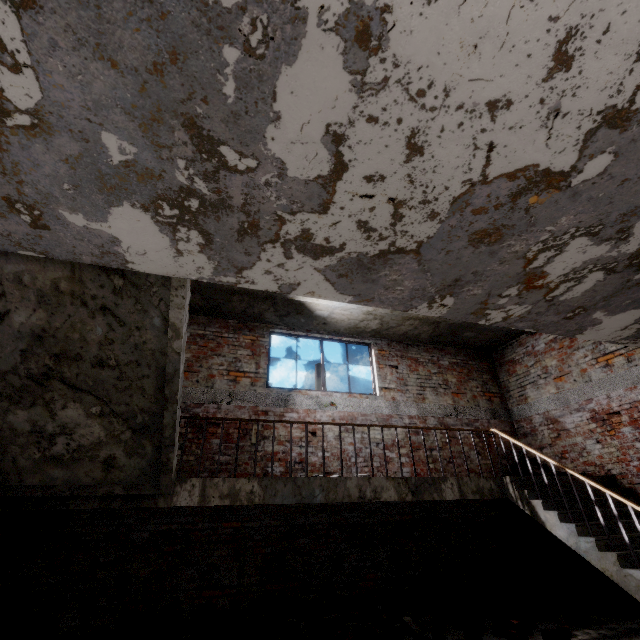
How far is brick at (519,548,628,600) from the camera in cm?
559

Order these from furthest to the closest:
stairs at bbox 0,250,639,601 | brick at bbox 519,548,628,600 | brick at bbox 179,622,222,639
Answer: brick at bbox 519,548,628,600
brick at bbox 179,622,222,639
stairs at bbox 0,250,639,601

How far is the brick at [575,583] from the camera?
5.6 meters

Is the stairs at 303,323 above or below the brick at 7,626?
above

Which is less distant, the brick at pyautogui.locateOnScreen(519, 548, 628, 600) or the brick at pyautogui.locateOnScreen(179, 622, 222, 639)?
the brick at pyautogui.locateOnScreen(179, 622, 222, 639)

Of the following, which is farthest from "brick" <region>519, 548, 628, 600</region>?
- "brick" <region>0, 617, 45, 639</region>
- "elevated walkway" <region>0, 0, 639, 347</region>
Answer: "brick" <region>0, 617, 45, 639</region>

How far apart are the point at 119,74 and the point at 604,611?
8.1m

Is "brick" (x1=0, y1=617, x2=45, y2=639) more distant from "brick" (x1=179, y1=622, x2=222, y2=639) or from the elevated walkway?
the elevated walkway
